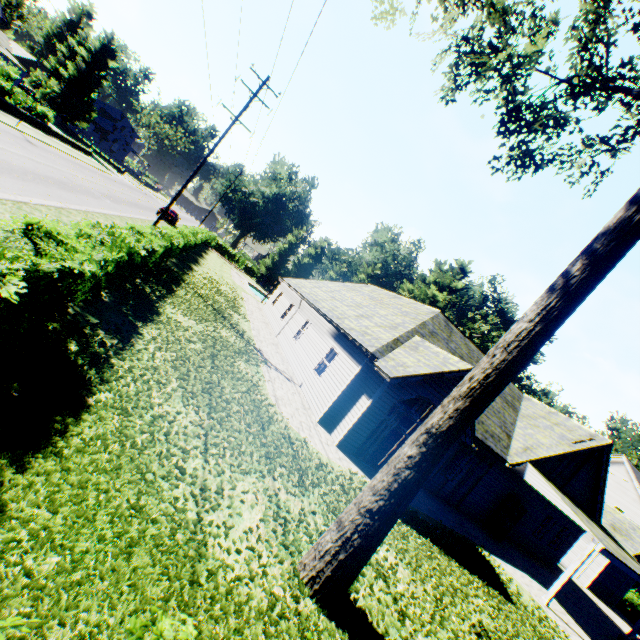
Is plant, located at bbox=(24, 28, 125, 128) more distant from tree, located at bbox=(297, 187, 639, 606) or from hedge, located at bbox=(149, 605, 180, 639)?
hedge, located at bbox=(149, 605, 180, 639)

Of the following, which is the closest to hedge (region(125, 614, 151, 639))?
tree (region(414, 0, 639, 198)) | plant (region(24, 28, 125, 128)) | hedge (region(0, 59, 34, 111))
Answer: tree (region(414, 0, 639, 198))

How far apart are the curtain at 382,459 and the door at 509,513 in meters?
8.7

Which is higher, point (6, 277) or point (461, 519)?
point (6, 277)

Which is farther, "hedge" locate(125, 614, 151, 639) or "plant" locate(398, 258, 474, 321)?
"plant" locate(398, 258, 474, 321)

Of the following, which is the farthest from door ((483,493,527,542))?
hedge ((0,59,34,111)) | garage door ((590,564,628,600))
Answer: hedge ((0,59,34,111))

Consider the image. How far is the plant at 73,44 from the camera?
46.7m

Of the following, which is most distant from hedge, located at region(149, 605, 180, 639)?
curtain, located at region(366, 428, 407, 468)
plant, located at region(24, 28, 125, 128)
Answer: plant, located at region(24, 28, 125, 128)
